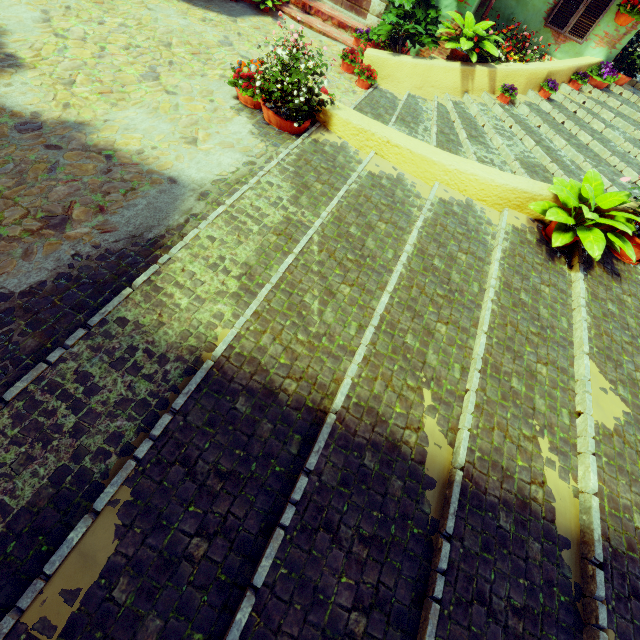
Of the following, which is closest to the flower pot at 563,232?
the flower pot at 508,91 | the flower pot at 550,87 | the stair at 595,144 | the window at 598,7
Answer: the stair at 595,144

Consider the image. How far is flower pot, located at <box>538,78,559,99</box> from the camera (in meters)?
6.58

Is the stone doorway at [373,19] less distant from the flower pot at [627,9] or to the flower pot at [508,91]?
the flower pot at [508,91]

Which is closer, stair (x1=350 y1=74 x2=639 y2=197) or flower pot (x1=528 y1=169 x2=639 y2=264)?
flower pot (x1=528 y1=169 x2=639 y2=264)

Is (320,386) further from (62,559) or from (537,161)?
(537,161)

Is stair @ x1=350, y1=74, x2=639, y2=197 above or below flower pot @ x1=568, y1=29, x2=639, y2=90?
below

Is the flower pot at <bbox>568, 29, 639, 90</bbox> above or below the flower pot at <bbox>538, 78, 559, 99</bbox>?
above

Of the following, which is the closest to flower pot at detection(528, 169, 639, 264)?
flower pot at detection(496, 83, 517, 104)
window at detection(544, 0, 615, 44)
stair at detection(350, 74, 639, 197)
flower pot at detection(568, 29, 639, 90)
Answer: stair at detection(350, 74, 639, 197)
